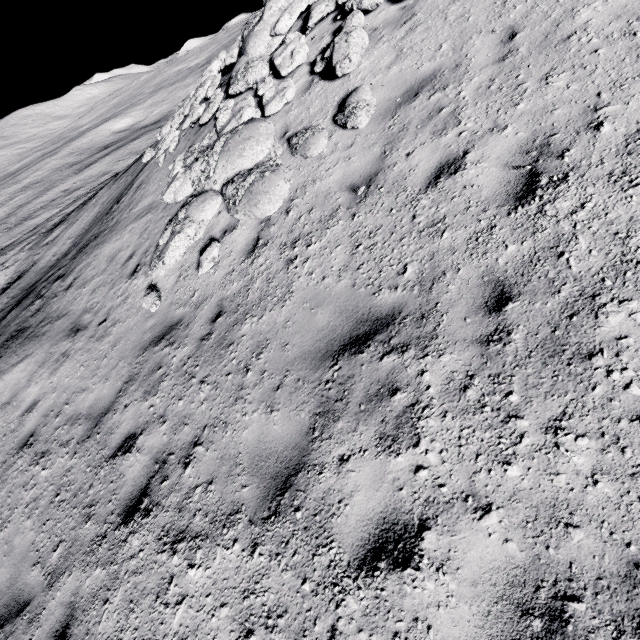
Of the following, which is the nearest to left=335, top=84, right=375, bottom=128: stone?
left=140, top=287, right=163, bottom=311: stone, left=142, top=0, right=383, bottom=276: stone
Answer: left=142, top=0, right=383, bottom=276: stone

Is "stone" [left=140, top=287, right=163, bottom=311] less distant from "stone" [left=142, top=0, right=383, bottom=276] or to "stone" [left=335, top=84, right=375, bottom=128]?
"stone" [left=142, top=0, right=383, bottom=276]

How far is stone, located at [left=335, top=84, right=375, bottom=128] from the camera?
5.43m

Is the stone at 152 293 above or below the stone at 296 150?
below

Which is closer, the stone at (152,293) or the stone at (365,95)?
the stone at (365,95)

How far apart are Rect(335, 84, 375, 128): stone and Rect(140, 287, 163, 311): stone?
4.9 meters

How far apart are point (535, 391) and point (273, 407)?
2.6m
